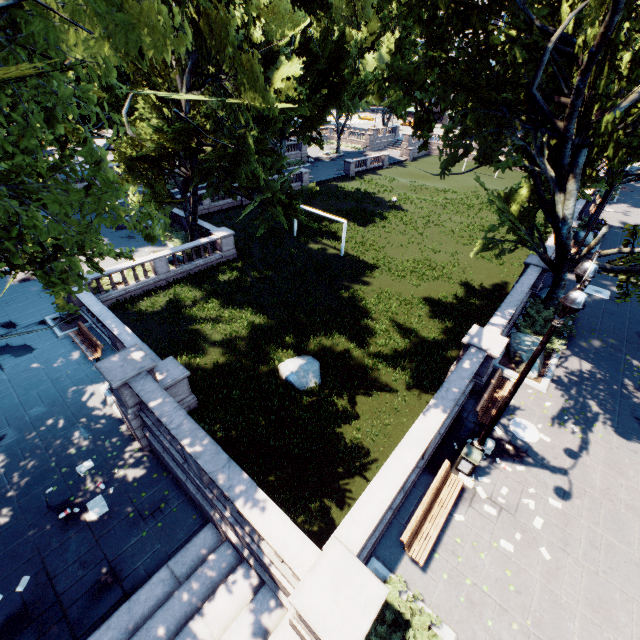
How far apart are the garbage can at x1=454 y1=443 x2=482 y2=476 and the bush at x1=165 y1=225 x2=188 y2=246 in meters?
25.7

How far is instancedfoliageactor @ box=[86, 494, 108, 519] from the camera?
10.6m

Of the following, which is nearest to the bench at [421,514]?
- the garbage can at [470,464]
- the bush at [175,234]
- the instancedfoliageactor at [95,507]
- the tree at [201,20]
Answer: the garbage can at [470,464]

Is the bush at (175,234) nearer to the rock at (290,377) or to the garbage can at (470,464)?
the rock at (290,377)

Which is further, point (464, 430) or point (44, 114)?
point (464, 430)

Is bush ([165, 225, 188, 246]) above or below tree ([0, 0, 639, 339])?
below

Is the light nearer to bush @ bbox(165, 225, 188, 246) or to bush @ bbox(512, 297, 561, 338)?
bush @ bbox(512, 297, 561, 338)

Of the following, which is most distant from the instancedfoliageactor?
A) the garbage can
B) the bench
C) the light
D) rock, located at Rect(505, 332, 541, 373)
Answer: rock, located at Rect(505, 332, 541, 373)
